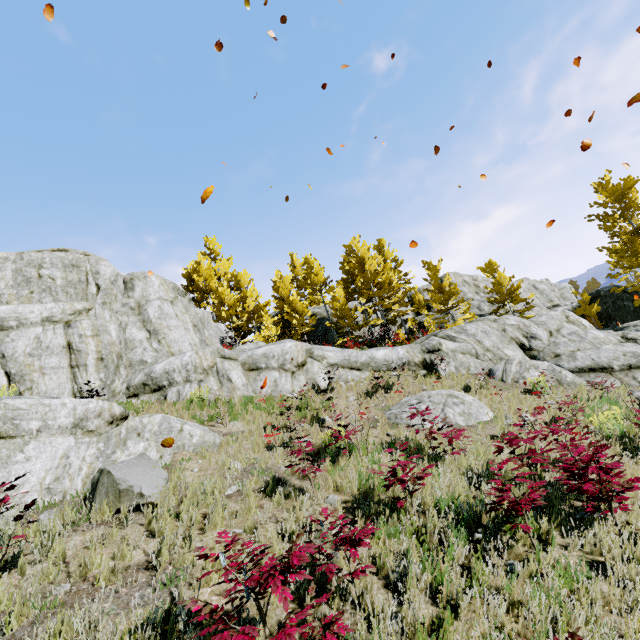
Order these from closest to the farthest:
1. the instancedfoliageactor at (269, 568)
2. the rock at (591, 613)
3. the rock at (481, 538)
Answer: the instancedfoliageactor at (269, 568) → the rock at (591, 613) → the rock at (481, 538)

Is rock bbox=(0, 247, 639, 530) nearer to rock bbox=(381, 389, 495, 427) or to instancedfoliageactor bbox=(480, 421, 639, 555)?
instancedfoliageactor bbox=(480, 421, 639, 555)

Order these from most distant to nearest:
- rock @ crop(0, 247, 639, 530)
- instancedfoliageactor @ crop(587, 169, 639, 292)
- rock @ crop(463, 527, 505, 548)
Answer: instancedfoliageactor @ crop(587, 169, 639, 292)
rock @ crop(0, 247, 639, 530)
rock @ crop(463, 527, 505, 548)

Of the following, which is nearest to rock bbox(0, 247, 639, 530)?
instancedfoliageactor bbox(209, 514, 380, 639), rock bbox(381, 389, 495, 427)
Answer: instancedfoliageactor bbox(209, 514, 380, 639)

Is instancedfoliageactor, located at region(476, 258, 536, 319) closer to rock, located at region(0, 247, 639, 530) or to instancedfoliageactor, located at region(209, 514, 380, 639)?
rock, located at region(0, 247, 639, 530)

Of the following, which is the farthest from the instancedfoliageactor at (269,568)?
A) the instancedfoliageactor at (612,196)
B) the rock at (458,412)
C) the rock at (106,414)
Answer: the rock at (458,412)

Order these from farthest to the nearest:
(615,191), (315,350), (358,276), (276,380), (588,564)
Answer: (358,276), (615,191), (315,350), (276,380), (588,564)
